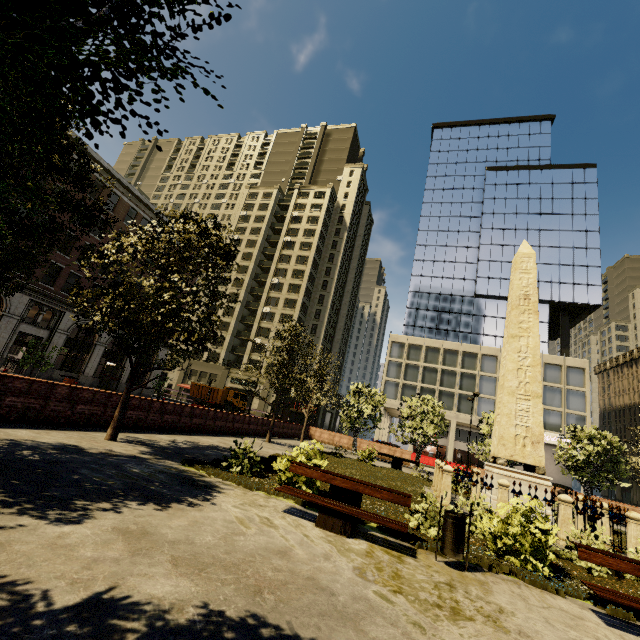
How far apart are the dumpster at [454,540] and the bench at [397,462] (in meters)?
15.85

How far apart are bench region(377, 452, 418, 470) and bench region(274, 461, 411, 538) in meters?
15.6 m

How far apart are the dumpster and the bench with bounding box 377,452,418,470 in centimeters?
1585cm

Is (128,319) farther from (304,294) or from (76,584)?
(304,294)

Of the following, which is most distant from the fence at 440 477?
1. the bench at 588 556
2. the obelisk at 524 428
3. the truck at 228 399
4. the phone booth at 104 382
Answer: the truck at 228 399

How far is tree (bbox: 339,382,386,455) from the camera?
26.1 meters

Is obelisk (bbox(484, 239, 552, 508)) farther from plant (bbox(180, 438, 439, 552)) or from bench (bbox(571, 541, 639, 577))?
bench (bbox(571, 541, 639, 577))

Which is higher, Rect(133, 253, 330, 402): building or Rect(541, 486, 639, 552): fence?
Rect(133, 253, 330, 402): building
